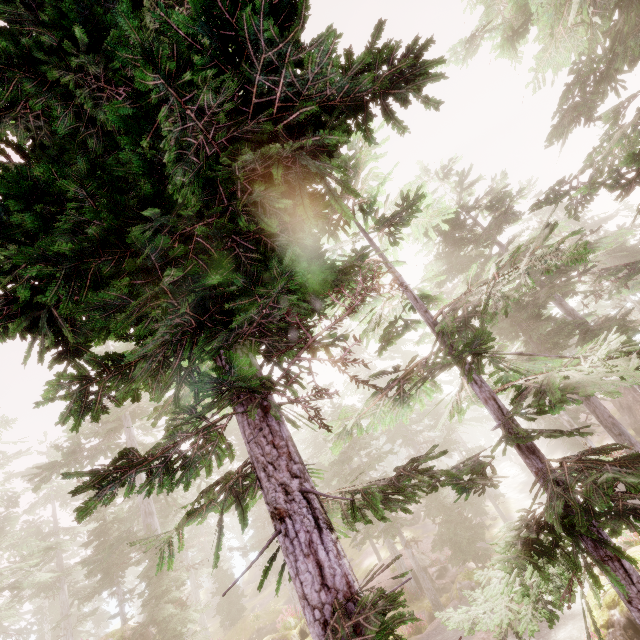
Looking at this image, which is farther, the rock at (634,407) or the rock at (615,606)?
the rock at (634,407)

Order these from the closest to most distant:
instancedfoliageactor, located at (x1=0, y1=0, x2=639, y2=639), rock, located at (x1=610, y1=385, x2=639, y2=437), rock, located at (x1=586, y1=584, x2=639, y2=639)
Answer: instancedfoliageactor, located at (x1=0, y1=0, x2=639, y2=639) → rock, located at (x1=586, y1=584, x2=639, y2=639) → rock, located at (x1=610, y1=385, x2=639, y2=437)

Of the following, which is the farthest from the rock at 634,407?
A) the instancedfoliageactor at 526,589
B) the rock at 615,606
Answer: the rock at 615,606

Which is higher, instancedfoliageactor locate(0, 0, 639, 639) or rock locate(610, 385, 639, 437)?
instancedfoliageactor locate(0, 0, 639, 639)

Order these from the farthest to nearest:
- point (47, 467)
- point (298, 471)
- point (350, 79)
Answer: point (47, 467) < point (298, 471) < point (350, 79)

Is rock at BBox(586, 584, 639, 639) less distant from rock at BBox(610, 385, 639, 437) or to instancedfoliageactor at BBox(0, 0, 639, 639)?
instancedfoliageactor at BBox(0, 0, 639, 639)

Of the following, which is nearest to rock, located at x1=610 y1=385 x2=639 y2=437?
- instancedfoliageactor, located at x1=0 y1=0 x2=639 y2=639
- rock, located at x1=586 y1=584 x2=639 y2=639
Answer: instancedfoliageactor, located at x1=0 y1=0 x2=639 y2=639
